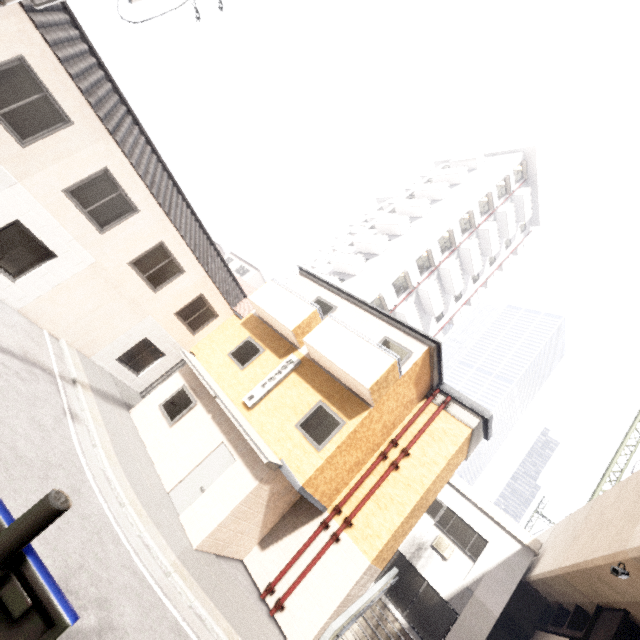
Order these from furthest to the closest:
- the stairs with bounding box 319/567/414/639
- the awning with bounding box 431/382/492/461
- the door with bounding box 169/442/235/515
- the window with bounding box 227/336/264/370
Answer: the window with bounding box 227/336/264/370
the awning with bounding box 431/382/492/461
the stairs with bounding box 319/567/414/639
the door with bounding box 169/442/235/515

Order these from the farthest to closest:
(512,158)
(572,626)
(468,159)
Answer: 1. (468,159)
2. (512,158)
3. (572,626)

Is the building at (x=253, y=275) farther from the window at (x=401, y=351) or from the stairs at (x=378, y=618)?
the stairs at (x=378, y=618)

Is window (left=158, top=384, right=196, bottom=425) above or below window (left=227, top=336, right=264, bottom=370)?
below

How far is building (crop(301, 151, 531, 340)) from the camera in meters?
25.8 m

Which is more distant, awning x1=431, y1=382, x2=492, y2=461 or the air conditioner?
the air conditioner

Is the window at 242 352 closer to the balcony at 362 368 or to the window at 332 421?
the balcony at 362 368

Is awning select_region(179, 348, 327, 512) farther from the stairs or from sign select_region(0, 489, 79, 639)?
sign select_region(0, 489, 79, 639)
